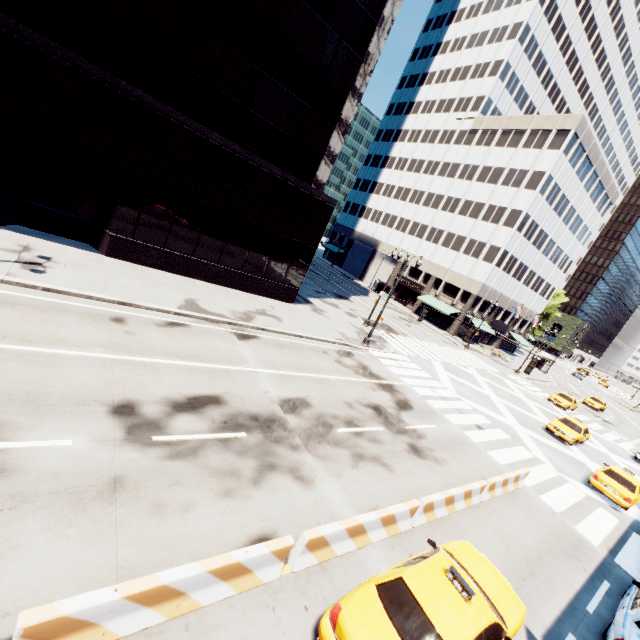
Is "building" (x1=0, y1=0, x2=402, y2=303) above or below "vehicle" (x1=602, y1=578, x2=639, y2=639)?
above

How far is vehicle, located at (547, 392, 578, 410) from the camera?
33.8m

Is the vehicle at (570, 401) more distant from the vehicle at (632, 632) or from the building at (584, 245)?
the vehicle at (632, 632)

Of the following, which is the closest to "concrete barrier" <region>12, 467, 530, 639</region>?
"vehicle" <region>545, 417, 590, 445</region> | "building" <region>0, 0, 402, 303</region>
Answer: "building" <region>0, 0, 402, 303</region>

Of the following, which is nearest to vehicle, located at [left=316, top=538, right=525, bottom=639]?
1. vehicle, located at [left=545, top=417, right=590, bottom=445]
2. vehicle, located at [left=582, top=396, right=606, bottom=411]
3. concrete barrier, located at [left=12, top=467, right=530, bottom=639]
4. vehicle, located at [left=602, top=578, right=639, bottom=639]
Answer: concrete barrier, located at [left=12, top=467, right=530, bottom=639]

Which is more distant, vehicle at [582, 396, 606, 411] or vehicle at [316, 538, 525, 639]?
vehicle at [582, 396, 606, 411]

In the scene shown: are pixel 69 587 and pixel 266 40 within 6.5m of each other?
no

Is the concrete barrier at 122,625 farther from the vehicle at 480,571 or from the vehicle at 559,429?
the vehicle at 559,429
